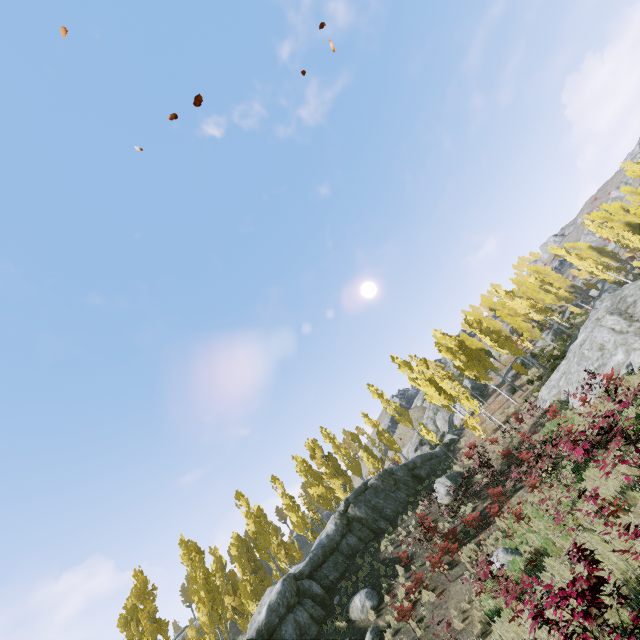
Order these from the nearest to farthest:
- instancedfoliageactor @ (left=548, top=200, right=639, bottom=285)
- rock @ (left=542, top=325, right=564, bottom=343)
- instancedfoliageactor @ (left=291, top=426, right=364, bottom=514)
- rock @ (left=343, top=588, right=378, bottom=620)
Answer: rock @ (left=343, top=588, right=378, bottom=620) < instancedfoliageactor @ (left=291, top=426, right=364, bottom=514) < instancedfoliageactor @ (left=548, top=200, right=639, bottom=285) < rock @ (left=542, top=325, right=564, bottom=343)

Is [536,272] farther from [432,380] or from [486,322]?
[432,380]

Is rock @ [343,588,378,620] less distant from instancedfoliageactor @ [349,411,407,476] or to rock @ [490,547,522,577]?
instancedfoliageactor @ [349,411,407,476]

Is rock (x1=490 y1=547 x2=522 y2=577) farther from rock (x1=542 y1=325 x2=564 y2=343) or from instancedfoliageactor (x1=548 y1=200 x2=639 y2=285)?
rock (x1=542 y1=325 x2=564 y2=343)

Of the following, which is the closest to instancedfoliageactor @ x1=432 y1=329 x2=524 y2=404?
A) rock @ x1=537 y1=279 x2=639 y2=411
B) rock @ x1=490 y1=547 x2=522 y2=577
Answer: rock @ x1=537 y1=279 x2=639 y2=411

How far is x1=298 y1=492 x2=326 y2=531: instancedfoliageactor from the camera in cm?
3681

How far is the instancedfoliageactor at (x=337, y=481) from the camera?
33.10m
